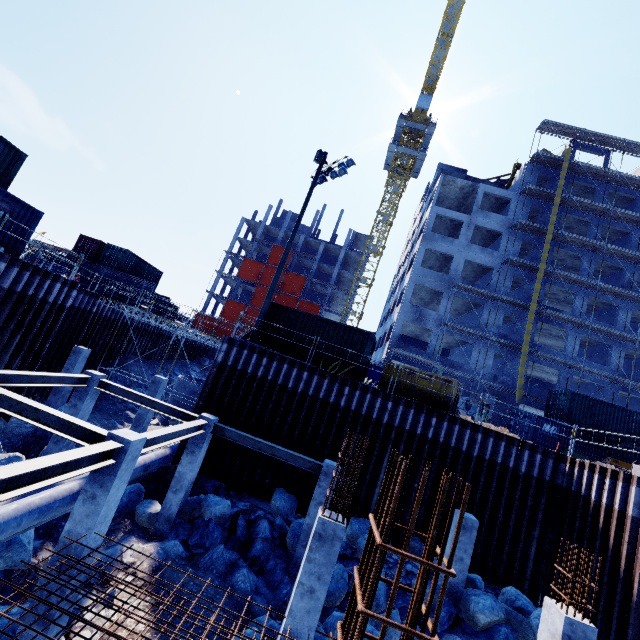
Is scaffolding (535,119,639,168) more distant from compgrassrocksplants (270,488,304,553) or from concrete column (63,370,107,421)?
concrete column (63,370,107,421)

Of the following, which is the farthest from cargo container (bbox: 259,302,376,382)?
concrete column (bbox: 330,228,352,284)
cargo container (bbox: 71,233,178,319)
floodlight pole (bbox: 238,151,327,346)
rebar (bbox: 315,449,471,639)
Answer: concrete column (bbox: 330,228,352,284)

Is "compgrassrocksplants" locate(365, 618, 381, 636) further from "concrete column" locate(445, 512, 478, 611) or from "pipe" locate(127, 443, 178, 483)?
"pipe" locate(127, 443, 178, 483)

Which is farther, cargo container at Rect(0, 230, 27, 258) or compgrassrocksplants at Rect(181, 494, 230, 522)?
cargo container at Rect(0, 230, 27, 258)

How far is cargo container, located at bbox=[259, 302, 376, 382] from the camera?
15.79m

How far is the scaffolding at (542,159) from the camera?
32.2m

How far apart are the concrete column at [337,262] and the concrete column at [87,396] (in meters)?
46.12

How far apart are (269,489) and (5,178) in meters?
19.7 m
